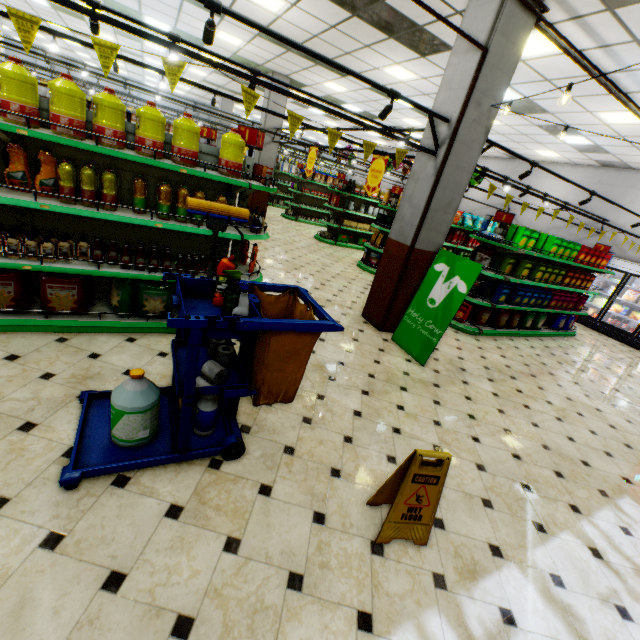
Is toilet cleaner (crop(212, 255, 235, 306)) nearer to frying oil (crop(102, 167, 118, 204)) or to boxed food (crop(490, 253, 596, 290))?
frying oil (crop(102, 167, 118, 204))

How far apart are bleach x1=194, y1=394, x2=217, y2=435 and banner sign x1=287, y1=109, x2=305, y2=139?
2.9 meters

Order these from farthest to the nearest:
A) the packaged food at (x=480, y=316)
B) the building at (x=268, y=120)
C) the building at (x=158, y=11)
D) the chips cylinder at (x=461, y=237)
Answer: the building at (x=268, y=120) → the chips cylinder at (x=461, y=237) → the building at (x=158, y=11) → the packaged food at (x=480, y=316)

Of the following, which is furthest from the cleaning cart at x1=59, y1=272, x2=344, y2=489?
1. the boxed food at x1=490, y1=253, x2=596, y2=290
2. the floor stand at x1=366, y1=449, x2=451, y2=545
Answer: the boxed food at x1=490, y1=253, x2=596, y2=290

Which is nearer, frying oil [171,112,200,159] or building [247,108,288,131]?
frying oil [171,112,200,159]

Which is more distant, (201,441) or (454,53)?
(454,53)

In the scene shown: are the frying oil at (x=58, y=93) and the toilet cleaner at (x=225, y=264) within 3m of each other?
yes

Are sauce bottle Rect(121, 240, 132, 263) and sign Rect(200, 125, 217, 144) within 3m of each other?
no
